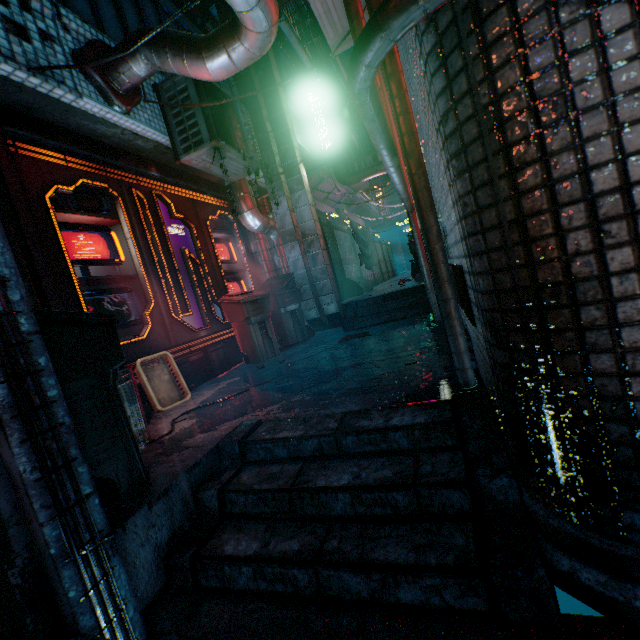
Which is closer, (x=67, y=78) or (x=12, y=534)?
(x=12, y=534)

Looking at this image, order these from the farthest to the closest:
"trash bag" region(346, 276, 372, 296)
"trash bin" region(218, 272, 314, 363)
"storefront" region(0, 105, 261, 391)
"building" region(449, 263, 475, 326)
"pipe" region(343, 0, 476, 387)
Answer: "trash bag" region(346, 276, 372, 296) < "trash bin" region(218, 272, 314, 363) < "storefront" region(0, 105, 261, 391) < "building" region(449, 263, 475, 326) < "pipe" region(343, 0, 476, 387)

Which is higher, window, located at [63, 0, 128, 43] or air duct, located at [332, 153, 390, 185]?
window, located at [63, 0, 128, 43]

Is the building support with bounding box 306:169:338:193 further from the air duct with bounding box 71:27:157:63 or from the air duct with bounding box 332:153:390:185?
the air duct with bounding box 71:27:157:63

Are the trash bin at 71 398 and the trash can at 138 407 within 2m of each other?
yes

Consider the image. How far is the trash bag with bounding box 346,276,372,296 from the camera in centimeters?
749cm

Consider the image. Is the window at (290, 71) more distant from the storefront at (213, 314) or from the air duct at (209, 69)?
the storefront at (213, 314)

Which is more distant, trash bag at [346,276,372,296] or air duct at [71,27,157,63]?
trash bag at [346,276,372,296]
